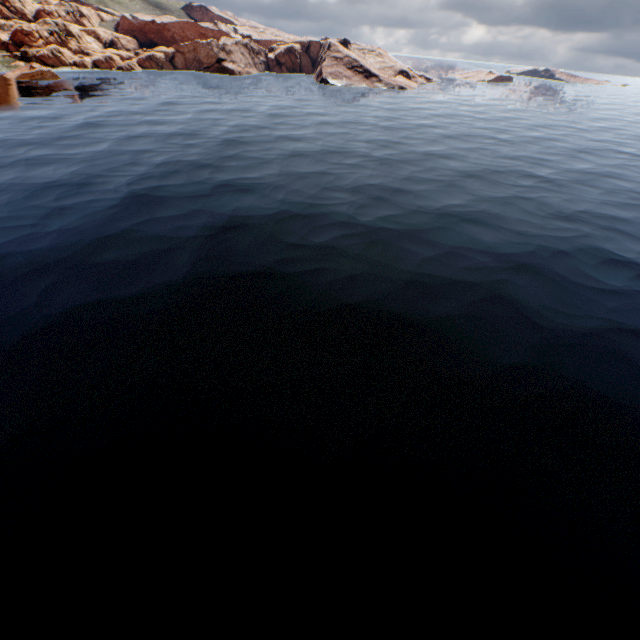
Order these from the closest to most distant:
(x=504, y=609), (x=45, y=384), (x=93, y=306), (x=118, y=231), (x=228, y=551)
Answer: (x=504, y=609) < (x=228, y=551) < (x=45, y=384) < (x=93, y=306) < (x=118, y=231)
